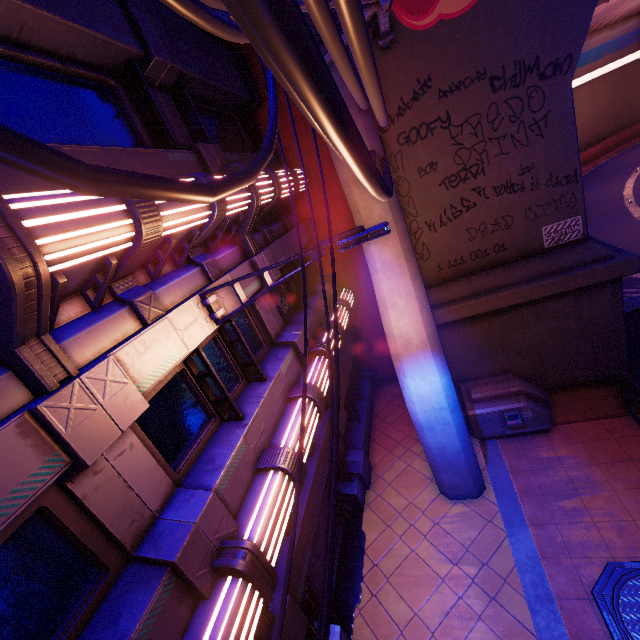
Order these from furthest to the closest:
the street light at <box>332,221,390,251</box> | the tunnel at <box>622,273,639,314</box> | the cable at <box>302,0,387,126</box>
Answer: the tunnel at <box>622,273,639,314</box>
the street light at <box>332,221,390,251</box>
the cable at <box>302,0,387,126</box>

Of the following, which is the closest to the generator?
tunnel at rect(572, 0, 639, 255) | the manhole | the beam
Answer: the beam

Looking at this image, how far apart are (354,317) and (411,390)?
6.22m

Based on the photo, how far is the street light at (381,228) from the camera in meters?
4.2 m

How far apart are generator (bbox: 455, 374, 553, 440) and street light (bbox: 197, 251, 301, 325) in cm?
701

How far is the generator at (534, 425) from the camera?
8.8 meters

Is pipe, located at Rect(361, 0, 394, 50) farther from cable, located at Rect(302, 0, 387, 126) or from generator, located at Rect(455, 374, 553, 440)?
generator, located at Rect(455, 374, 553, 440)

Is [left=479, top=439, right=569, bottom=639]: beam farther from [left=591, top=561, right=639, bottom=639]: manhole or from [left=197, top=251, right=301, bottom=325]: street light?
[left=197, top=251, right=301, bottom=325]: street light
